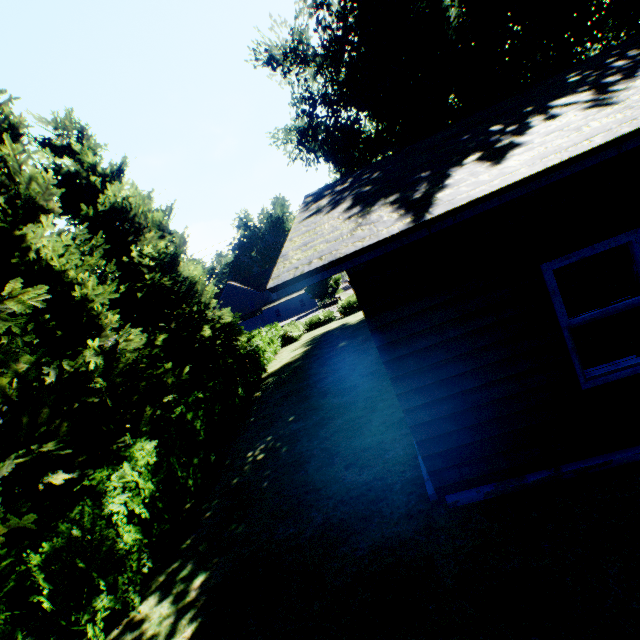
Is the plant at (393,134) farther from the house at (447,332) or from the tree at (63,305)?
the house at (447,332)

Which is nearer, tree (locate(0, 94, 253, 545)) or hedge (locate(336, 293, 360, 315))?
tree (locate(0, 94, 253, 545))

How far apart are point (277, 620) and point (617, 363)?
5.18m

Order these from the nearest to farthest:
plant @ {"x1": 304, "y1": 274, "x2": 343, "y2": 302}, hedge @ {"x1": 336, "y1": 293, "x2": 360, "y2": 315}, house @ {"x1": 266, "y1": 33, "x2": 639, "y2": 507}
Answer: house @ {"x1": 266, "y1": 33, "x2": 639, "y2": 507} → hedge @ {"x1": 336, "y1": 293, "x2": 360, "y2": 315} → plant @ {"x1": 304, "y1": 274, "x2": 343, "y2": 302}

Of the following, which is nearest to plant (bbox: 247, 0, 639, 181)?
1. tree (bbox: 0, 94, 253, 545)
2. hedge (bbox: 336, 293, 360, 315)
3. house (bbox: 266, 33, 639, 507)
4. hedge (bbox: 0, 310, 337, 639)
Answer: tree (bbox: 0, 94, 253, 545)

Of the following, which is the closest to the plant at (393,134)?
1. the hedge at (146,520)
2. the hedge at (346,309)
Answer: the hedge at (346,309)

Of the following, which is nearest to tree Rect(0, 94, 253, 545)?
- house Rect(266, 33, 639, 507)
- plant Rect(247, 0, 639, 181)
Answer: plant Rect(247, 0, 639, 181)

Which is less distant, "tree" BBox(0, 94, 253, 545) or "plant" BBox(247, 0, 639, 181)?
"tree" BBox(0, 94, 253, 545)
